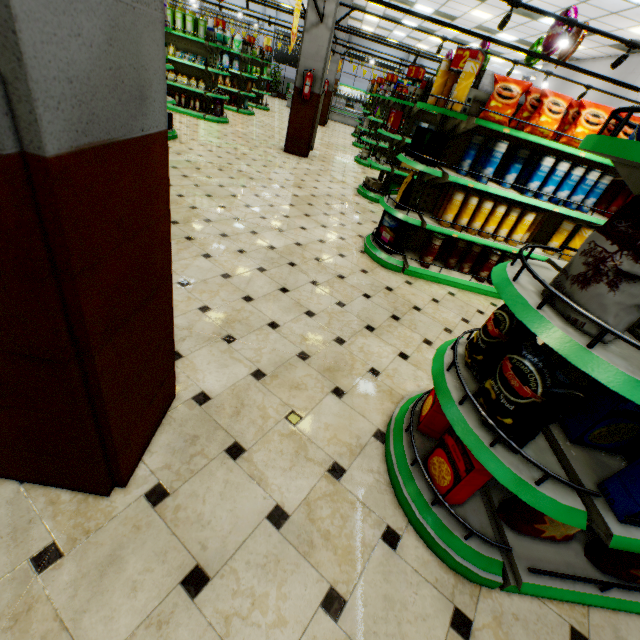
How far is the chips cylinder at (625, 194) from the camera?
3.95m

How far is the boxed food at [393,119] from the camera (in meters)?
6.42

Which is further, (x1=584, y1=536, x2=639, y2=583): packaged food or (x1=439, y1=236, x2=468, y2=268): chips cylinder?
(x1=439, y1=236, x2=468, y2=268): chips cylinder

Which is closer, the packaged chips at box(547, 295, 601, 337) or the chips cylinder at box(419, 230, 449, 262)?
the packaged chips at box(547, 295, 601, 337)

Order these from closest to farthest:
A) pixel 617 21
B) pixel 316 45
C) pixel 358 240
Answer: pixel 358 240
pixel 316 45
pixel 617 21

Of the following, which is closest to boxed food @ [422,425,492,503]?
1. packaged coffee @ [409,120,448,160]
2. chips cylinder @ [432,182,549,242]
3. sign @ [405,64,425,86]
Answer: chips cylinder @ [432,182,549,242]

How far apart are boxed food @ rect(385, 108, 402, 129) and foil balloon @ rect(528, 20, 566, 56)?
2.60m

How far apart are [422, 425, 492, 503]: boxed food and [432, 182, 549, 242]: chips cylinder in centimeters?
305cm
